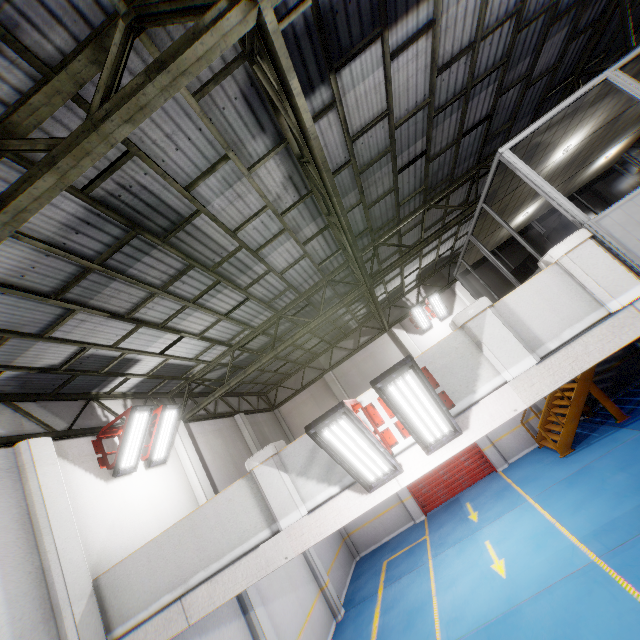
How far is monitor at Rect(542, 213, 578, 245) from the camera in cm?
587

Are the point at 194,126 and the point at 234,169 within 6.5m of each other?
yes

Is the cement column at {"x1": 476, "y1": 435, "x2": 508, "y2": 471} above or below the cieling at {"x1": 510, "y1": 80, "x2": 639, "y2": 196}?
below

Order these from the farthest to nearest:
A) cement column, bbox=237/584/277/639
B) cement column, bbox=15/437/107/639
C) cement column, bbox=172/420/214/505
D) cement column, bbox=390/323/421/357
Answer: cement column, bbox=390/323/421/357 < cement column, bbox=172/420/214/505 < cement column, bbox=237/584/277/639 < cement column, bbox=15/437/107/639

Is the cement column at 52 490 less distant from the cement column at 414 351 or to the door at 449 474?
the door at 449 474

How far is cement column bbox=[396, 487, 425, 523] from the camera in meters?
14.6 m

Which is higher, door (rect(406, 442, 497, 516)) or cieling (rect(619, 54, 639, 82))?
cieling (rect(619, 54, 639, 82))

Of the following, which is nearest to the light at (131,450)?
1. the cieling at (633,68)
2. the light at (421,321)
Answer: the cieling at (633,68)
